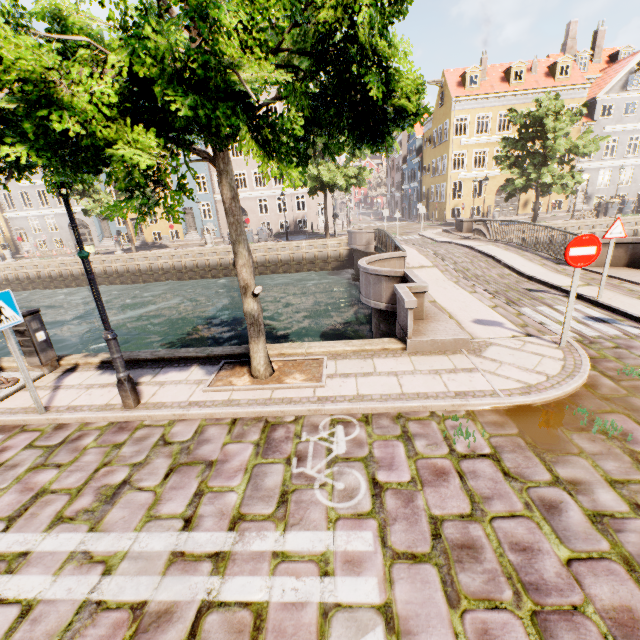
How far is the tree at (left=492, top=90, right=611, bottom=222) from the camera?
21.1 meters

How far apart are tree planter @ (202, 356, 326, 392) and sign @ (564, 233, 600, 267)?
4.3m

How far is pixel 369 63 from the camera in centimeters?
482cm

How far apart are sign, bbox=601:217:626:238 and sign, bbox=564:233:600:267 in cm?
318

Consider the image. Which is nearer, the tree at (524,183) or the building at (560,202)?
the tree at (524,183)

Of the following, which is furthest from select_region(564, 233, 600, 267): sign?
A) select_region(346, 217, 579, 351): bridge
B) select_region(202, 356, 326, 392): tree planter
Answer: select_region(202, 356, 326, 392): tree planter

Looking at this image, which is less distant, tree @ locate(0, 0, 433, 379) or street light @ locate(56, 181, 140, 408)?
tree @ locate(0, 0, 433, 379)

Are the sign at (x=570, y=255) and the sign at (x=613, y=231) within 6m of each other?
yes
